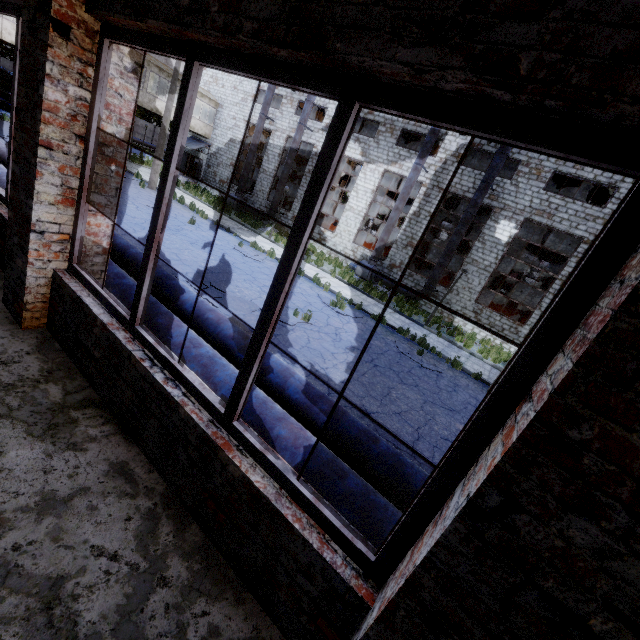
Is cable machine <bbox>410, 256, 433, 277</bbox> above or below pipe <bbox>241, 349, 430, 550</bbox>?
above

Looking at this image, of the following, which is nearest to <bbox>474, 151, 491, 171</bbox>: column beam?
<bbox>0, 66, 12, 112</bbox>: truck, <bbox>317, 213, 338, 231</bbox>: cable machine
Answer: <bbox>317, 213, 338, 231</bbox>: cable machine

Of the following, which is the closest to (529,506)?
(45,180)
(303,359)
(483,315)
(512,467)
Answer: (512,467)

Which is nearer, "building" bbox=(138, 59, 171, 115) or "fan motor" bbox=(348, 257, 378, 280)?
"fan motor" bbox=(348, 257, 378, 280)

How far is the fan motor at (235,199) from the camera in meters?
26.5

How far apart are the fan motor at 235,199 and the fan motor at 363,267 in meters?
11.3

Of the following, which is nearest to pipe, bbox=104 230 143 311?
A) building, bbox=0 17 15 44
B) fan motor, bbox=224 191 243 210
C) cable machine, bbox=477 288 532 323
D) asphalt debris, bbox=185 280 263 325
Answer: asphalt debris, bbox=185 280 263 325

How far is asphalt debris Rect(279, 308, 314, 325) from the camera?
9.23m
